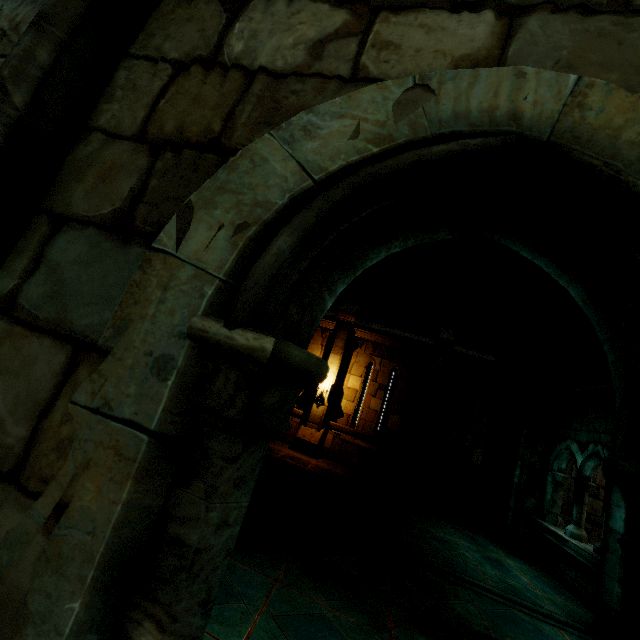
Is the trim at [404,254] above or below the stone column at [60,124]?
above

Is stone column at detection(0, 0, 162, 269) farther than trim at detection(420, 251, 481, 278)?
No

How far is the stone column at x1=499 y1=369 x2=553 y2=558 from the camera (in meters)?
8.09

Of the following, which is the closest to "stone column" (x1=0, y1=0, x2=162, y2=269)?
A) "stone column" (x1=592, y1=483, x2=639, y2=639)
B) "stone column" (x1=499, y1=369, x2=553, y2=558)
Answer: "stone column" (x1=592, y1=483, x2=639, y2=639)

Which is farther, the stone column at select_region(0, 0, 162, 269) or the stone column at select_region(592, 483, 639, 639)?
the stone column at select_region(592, 483, 639, 639)

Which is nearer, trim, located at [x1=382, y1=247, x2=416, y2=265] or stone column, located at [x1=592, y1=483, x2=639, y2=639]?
stone column, located at [x1=592, y1=483, x2=639, y2=639]

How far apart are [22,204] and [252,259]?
0.7 meters

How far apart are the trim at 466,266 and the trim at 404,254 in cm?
18
